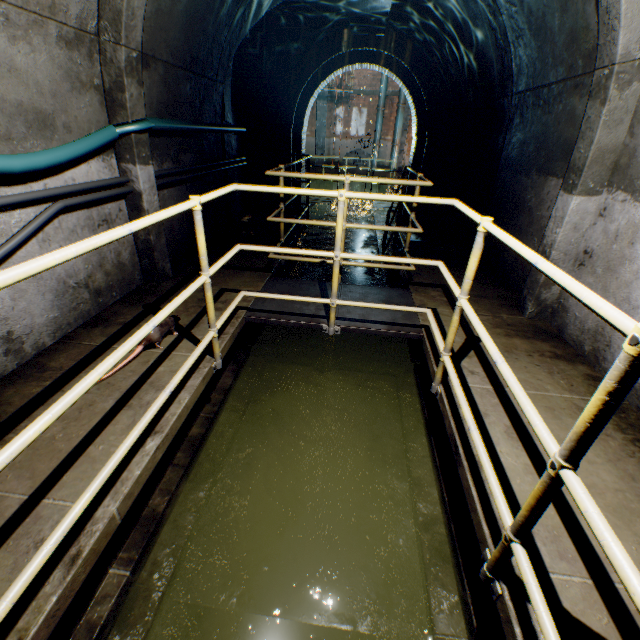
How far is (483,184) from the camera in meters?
5.5 m

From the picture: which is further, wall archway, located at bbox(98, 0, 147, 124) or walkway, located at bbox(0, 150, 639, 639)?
wall archway, located at bbox(98, 0, 147, 124)

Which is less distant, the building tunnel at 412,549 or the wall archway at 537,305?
the building tunnel at 412,549

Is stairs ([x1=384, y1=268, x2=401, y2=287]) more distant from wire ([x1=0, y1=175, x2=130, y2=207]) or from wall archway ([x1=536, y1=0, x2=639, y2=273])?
wire ([x1=0, y1=175, x2=130, y2=207])

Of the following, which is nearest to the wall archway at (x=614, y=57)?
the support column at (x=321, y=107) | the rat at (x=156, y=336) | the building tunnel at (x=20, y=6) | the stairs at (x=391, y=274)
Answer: the building tunnel at (x=20, y=6)

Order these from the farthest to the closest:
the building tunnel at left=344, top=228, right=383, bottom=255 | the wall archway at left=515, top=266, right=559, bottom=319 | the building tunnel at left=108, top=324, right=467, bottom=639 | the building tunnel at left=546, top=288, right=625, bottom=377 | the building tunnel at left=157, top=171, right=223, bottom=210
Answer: the building tunnel at left=344, top=228, right=383, bottom=255 → the building tunnel at left=157, top=171, right=223, bottom=210 → the wall archway at left=515, top=266, right=559, bottom=319 → the building tunnel at left=546, top=288, right=625, bottom=377 → the building tunnel at left=108, top=324, right=467, bottom=639

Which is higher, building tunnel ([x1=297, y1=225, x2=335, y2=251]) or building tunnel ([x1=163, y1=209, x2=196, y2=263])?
building tunnel ([x1=163, y1=209, x2=196, y2=263])

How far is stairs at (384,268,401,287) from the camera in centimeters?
600cm
